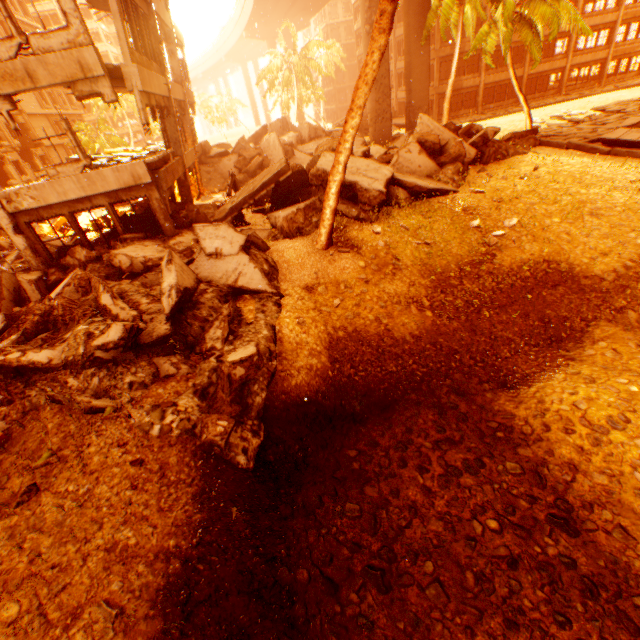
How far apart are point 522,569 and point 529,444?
2.57m

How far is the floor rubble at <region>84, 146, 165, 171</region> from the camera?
13.70m

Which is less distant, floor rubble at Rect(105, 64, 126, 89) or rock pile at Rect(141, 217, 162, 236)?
floor rubble at Rect(105, 64, 126, 89)

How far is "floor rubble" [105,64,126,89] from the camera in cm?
979

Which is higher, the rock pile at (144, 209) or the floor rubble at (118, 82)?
the floor rubble at (118, 82)

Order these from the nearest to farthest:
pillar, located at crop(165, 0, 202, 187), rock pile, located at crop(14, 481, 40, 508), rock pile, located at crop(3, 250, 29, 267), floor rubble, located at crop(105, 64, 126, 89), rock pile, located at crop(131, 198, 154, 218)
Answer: rock pile, located at crop(14, 481, 40, 508), floor rubble, located at crop(105, 64, 126, 89), rock pile, located at crop(131, 198, 154, 218), rock pile, located at crop(3, 250, 29, 267), pillar, located at crop(165, 0, 202, 187)

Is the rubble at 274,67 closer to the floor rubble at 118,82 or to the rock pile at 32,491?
the rock pile at 32,491

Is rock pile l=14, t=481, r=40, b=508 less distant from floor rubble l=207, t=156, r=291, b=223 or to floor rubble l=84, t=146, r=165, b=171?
floor rubble l=207, t=156, r=291, b=223
